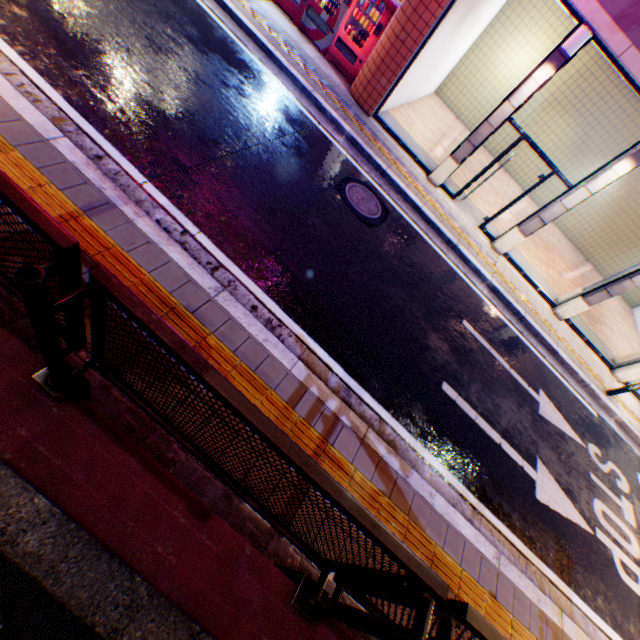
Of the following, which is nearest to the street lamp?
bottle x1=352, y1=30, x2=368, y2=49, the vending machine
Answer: the vending machine

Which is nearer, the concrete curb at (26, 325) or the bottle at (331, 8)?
the concrete curb at (26, 325)

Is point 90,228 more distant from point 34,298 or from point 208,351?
point 34,298

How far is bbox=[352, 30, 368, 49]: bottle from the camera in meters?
9.0

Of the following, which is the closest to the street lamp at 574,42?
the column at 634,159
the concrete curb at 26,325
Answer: the column at 634,159

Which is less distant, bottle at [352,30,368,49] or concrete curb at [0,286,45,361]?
concrete curb at [0,286,45,361]

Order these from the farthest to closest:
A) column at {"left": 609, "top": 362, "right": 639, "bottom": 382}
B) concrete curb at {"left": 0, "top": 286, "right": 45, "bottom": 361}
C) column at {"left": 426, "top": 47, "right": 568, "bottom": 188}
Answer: column at {"left": 609, "top": 362, "right": 639, "bottom": 382} → column at {"left": 426, "top": 47, "right": 568, "bottom": 188} → concrete curb at {"left": 0, "top": 286, "right": 45, "bottom": 361}

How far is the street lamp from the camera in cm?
638
